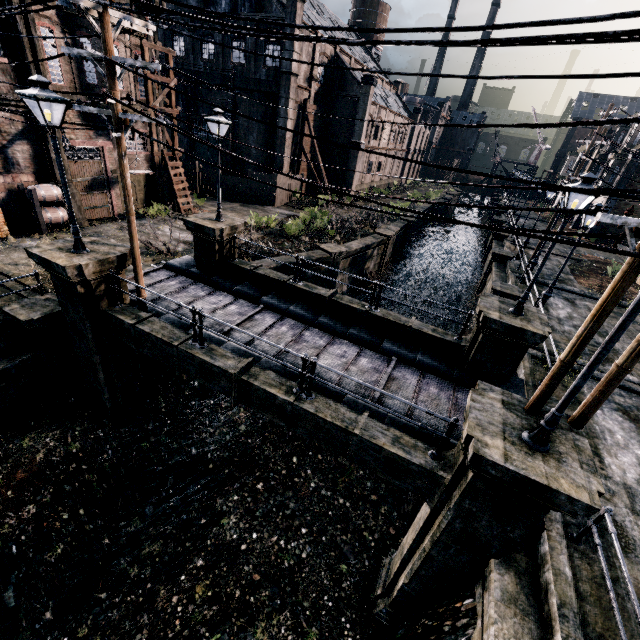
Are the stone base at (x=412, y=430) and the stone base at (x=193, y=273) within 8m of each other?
yes

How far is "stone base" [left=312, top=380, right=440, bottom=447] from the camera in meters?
8.7

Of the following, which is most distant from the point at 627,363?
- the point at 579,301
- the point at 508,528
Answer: the point at 579,301

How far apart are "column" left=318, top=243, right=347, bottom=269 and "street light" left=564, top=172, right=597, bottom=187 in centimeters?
1377cm

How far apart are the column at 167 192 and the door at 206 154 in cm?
1376

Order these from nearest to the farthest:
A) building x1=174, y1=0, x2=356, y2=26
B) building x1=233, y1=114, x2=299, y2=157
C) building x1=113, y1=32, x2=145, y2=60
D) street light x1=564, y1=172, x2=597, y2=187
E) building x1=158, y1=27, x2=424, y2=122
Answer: street light x1=564, y1=172, x2=597, y2=187
building x1=113, y1=32, x2=145, y2=60
building x1=174, y1=0, x2=356, y2=26
building x1=158, y1=27, x2=424, y2=122
building x1=233, y1=114, x2=299, y2=157

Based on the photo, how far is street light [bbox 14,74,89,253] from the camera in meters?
7.6

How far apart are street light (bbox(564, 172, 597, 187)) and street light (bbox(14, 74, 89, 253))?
13.88m
